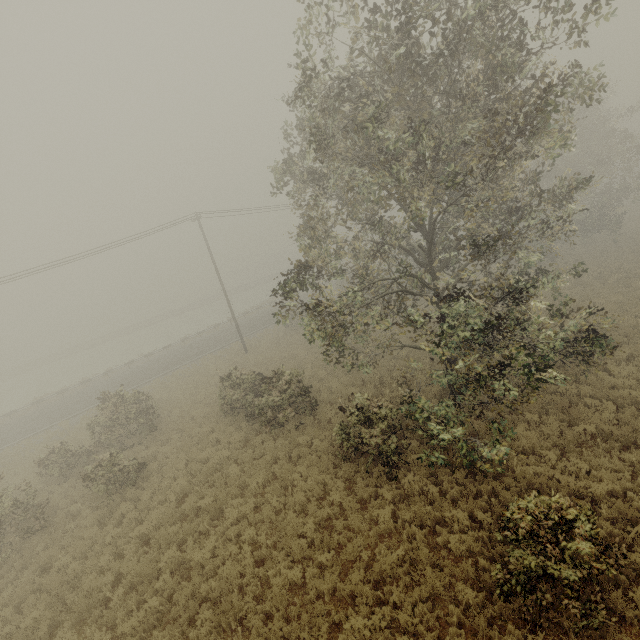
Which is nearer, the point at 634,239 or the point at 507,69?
the point at 507,69
